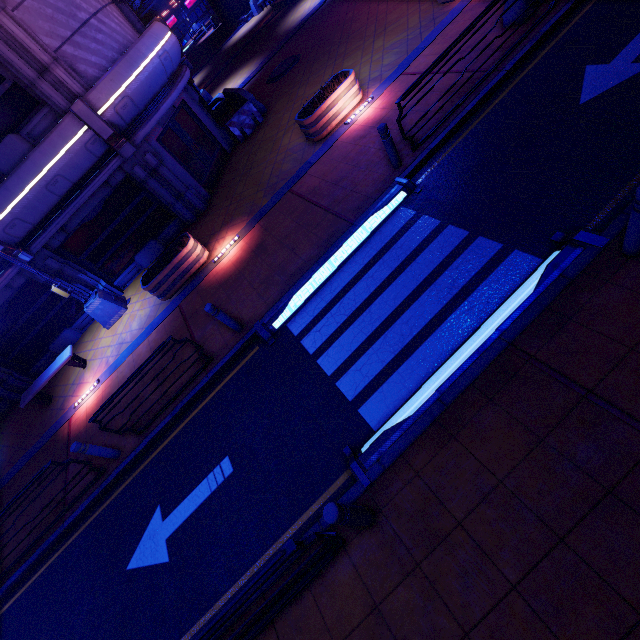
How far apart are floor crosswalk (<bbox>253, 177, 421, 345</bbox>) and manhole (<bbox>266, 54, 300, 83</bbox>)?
12.8 meters

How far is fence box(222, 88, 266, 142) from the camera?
14.1 meters

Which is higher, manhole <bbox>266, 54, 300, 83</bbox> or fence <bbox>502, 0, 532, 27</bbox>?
fence <bbox>502, 0, 532, 27</bbox>

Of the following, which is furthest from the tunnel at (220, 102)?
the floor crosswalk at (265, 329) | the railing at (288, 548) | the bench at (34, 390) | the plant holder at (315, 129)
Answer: the railing at (288, 548)

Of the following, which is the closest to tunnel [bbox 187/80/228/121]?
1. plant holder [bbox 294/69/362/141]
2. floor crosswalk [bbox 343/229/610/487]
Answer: plant holder [bbox 294/69/362/141]

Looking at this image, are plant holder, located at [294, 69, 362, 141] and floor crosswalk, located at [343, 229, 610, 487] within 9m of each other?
yes

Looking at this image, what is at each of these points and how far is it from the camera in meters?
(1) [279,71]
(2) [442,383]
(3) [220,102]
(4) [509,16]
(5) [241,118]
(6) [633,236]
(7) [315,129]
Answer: (1) manhole, 16.6 m
(2) floor crosswalk, 4.7 m
(3) tunnel, 18.6 m
(4) fence, 8.0 m
(5) fence, 14.2 m
(6) post, 4.0 m
(7) plant holder, 10.2 m

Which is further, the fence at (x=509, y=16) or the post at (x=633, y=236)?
the fence at (x=509, y=16)
